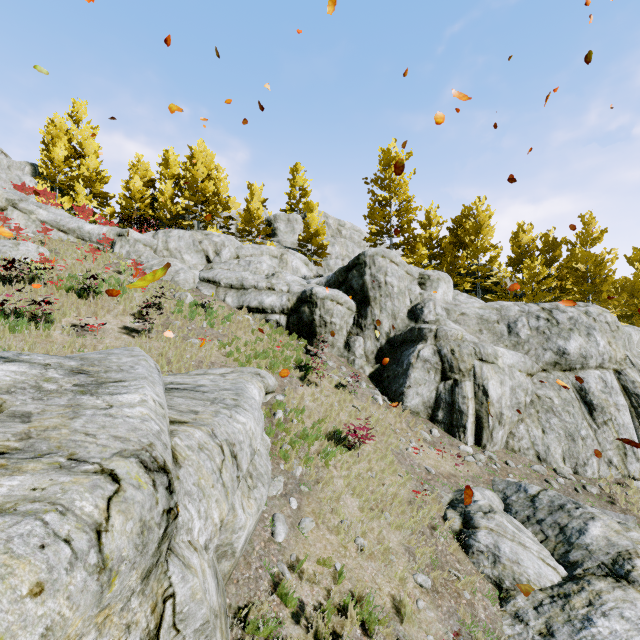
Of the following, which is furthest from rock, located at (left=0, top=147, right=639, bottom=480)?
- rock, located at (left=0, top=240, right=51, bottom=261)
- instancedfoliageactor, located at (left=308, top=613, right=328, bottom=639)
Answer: rock, located at (left=0, top=240, right=51, bottom=261)

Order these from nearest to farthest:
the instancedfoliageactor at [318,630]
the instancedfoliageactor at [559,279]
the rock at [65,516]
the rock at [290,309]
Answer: the rock at [65,516] → the instancedfoliageactor at [318,630] → the rock at [290,309] → the instancedfoliageactor at [559,279]

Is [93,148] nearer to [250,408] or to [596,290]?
[250,408]

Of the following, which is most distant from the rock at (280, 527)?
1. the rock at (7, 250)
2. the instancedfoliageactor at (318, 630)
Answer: the rock at (7, 250)

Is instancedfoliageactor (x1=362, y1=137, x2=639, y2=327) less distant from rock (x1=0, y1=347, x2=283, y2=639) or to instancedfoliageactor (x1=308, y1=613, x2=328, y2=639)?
rock (x1=0, y1=347, x2=283, y2=639)

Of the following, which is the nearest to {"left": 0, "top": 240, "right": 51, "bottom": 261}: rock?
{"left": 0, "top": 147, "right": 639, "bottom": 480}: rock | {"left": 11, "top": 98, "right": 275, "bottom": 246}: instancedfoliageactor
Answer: {"left": 0, "top": 147, "right": 639, "bottom": 480}: rock

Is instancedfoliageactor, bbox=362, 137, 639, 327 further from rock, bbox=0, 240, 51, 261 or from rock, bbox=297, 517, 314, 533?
rock, bbox=0, 240, 51, 261

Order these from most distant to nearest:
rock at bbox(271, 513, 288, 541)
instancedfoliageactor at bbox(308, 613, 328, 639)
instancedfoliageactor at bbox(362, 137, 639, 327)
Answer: instancedfoliageactor at bbox(362, 137, 639, 327)
rock at bbox(271, 513, 288, 541)
instancedfoliageactor at bbox(308, 613, 328, 639)
